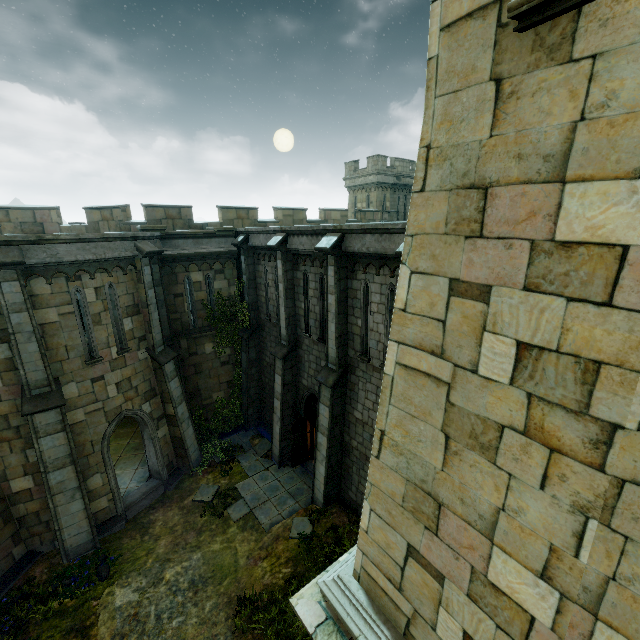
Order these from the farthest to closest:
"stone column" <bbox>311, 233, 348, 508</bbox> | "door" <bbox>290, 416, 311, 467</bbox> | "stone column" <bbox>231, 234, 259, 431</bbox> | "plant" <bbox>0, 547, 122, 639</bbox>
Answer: "stone column" <bbox>231, 234, 259, 431</bbox>
"door" <bbox>290, 416, 311, 467</bbox>
"stone column" <bbox>311, 233, 348, 508</bbox>
"plant" <bbox>0, 547, 122, 639</bbox>

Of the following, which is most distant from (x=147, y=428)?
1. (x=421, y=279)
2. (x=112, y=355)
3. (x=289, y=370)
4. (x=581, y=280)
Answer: (x=581, y=280)

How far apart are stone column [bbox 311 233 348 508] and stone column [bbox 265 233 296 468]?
2.3 meters

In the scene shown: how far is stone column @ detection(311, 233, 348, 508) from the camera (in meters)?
10.11

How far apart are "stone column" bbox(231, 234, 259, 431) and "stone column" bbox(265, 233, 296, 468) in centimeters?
250cm

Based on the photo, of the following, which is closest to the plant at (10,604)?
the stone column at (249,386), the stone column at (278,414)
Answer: the stone column at (278,414)

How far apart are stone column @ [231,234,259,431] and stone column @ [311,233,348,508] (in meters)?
5.71

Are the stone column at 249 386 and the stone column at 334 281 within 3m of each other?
no
